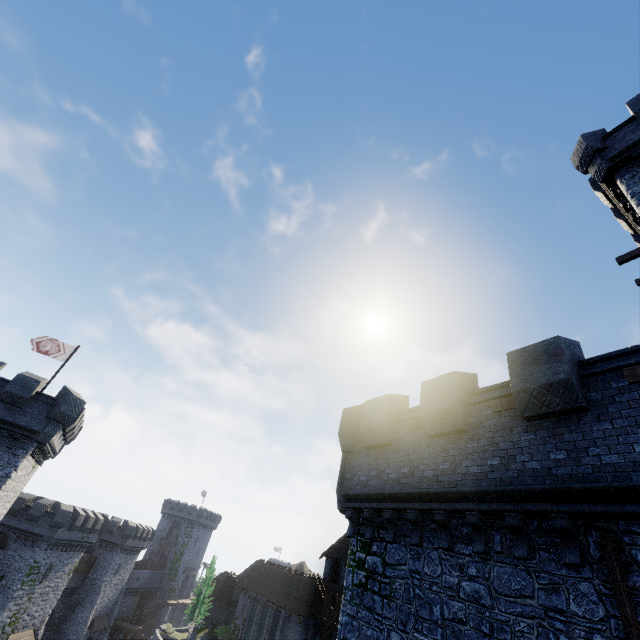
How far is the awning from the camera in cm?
4744

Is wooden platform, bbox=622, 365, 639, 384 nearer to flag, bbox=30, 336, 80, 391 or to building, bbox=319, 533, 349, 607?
flag, bbox=30, 336, 80, 391

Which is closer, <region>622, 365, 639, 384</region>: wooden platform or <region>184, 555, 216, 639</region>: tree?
<region>622, 365, 639, 384</region>: wooden platform

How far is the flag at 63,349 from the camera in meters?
24.0 m

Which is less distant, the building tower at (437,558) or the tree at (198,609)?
the building tower at (437,558)

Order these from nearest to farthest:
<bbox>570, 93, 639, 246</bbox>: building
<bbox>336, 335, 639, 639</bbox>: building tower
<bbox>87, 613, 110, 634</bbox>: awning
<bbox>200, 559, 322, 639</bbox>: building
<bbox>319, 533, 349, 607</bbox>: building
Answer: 1. <bbox>336, 335, 639, 639</bbox>: building tower
2. <bbox>570, 93, 639, 246</bbox>: building
3. <bbox>200, 559, 322, 639</bbox>: building
4. <bbox>319, 533, 349, 607</bbox>: building
5. <bbox>87, 613, 110, 634</bbox>: awning

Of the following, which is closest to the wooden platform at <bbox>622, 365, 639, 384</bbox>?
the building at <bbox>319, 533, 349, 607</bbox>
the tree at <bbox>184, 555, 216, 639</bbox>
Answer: the building at <bbox>319, 533, 349, 607</bbox>

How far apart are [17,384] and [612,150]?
36.0 meters
